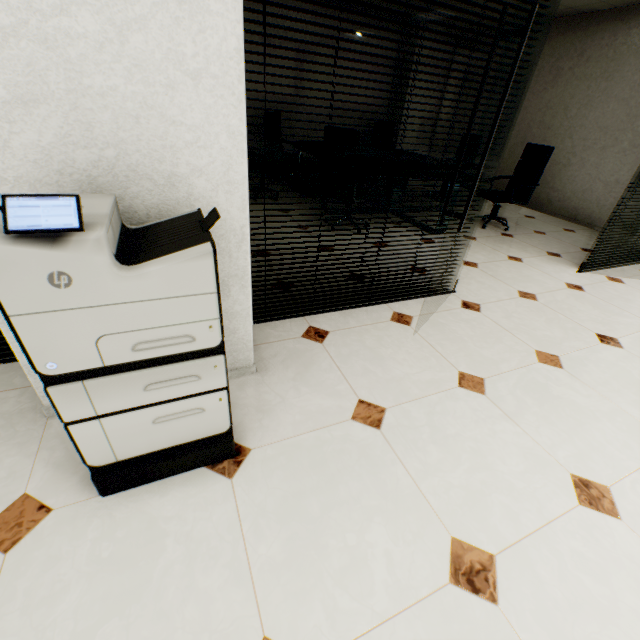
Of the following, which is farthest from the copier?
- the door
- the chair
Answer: the chair

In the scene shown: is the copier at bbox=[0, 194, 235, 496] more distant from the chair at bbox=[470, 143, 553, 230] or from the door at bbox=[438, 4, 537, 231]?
the chair at bbox=[470, 143, 553, 230]

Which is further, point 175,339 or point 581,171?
point 581,171

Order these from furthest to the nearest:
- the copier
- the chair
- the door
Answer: the chair → the door → the copier

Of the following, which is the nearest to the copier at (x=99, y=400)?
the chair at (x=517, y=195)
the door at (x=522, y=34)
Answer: the door at (x=522, y=34)

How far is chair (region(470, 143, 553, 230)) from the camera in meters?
4.6

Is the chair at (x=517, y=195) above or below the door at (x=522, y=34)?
below

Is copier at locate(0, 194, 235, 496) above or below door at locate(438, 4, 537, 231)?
below
